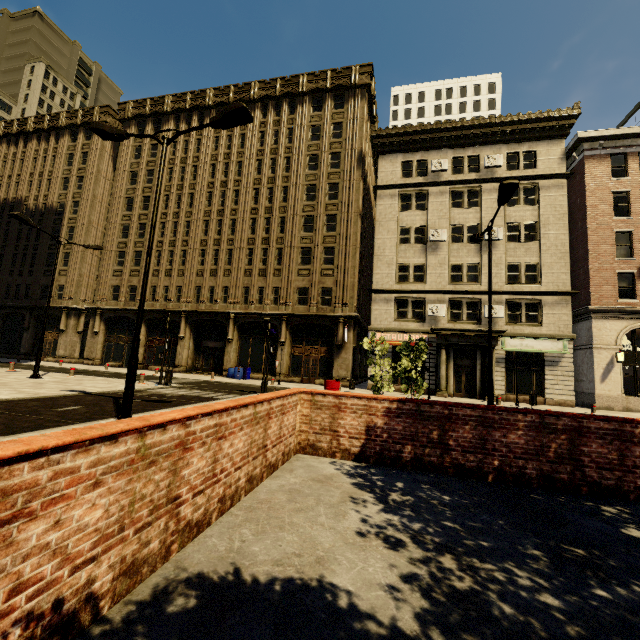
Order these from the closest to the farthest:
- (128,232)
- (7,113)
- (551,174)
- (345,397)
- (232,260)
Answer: (345,397)
(551,174)
(232,260)
(128,232)
(7,113)

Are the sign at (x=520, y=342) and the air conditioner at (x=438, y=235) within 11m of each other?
yes

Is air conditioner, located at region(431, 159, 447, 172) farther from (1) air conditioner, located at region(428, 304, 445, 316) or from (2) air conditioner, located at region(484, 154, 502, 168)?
(1) air conditioner, located at region(428, 304, 445, 316)

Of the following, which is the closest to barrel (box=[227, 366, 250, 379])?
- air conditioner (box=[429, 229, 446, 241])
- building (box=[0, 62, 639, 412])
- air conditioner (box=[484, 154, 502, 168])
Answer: building (box=[0, 62, 639, 412])

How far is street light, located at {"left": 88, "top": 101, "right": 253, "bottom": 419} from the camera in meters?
7.7

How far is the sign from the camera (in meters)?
22.31

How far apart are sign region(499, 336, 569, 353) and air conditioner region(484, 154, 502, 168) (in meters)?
13.25

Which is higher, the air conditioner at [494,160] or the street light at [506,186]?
the air conditioner at [494,160]
